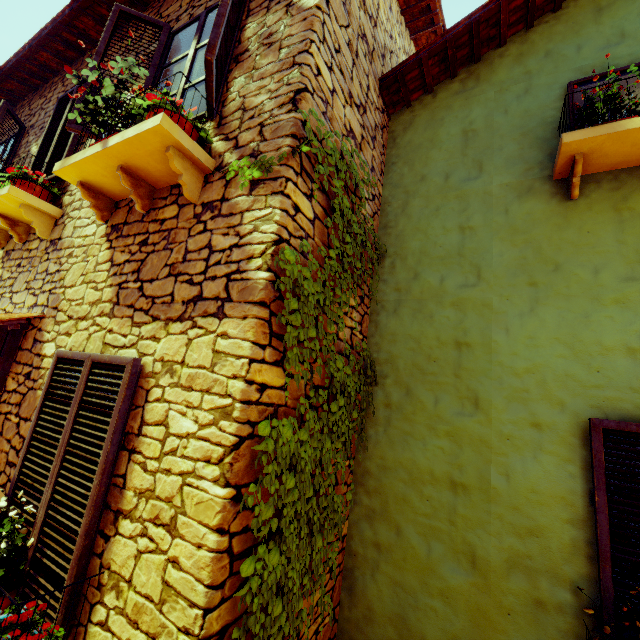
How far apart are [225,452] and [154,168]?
2.3m

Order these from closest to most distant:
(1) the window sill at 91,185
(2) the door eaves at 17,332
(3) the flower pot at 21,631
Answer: (3) the flower pot at 21,631, (1) the window sill at 91,185, (2) the door eaves at 17,332

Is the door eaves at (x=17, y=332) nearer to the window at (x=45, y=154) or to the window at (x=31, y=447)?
the window at (x=31, y=447)

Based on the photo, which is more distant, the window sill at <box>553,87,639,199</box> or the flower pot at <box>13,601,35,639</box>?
the window sill at <box>553,87,639,199</box>

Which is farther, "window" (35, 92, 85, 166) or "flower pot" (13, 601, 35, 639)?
"window" (35, 92, 85, 166)

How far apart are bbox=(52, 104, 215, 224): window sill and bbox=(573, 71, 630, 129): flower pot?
3.3 meters

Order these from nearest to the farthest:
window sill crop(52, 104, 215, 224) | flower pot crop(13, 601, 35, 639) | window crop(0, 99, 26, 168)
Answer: flower pot crop(13, 601, 35, 639) < window sill crop(52, 104, 215, 224) < window crop(0, 99, 26, 168)

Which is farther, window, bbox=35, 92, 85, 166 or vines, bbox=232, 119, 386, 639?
window, bbox=35, 92, 85, 166
